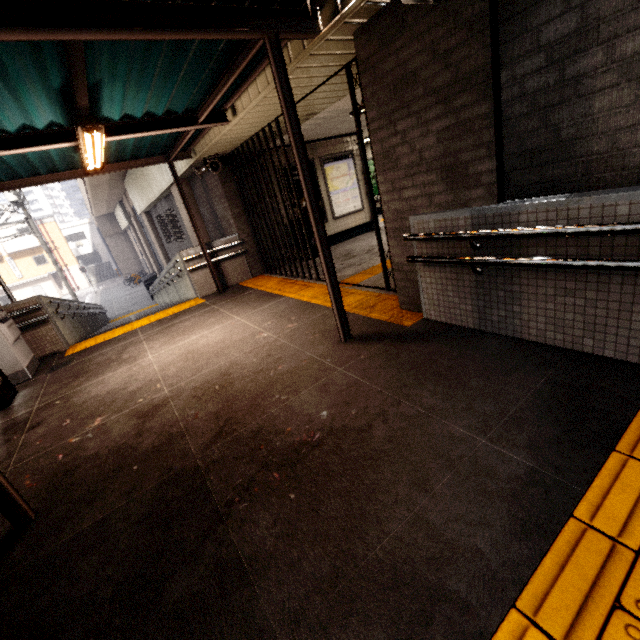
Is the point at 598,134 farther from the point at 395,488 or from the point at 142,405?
the point at 142,405

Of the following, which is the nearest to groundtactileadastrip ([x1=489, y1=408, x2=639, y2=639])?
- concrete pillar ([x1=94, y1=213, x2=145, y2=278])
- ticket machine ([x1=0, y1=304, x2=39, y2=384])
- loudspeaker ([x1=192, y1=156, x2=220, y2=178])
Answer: ticket machine ([x1=0, y1=304, x2=39, y2=384])

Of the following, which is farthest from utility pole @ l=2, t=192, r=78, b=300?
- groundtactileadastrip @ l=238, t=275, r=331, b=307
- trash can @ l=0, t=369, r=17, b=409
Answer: trash can @ l=0, t=369, r=17, b=409

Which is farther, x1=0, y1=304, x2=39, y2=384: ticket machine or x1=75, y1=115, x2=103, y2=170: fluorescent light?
x1=0, y1=304, x2=39, y2=384: ticket machine

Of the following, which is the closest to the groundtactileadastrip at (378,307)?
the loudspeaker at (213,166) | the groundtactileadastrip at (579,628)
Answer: the groundtactileadastrip at (579,628)

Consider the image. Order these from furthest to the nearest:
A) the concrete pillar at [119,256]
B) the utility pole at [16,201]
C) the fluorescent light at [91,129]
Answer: the concrete pillar at [119,256] → the utility pole at [16,201] → the fluorescent light at [91,129]

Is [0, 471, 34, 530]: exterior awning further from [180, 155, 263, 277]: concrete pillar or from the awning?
the awning

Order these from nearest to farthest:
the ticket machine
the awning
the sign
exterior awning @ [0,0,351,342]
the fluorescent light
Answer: exterior awning @ [0,0,351,342], the fluorescent light, the ticket machine, the sign, the awning
